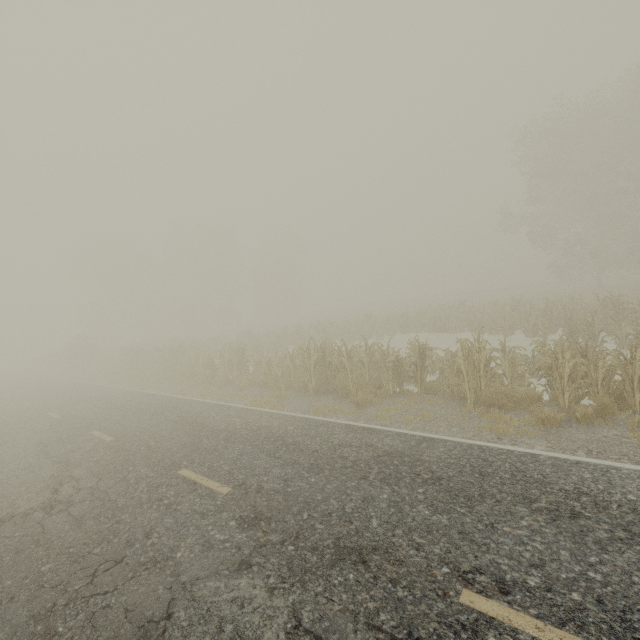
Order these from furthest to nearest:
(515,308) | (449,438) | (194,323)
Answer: (194,323), (515,308), (449,438)
